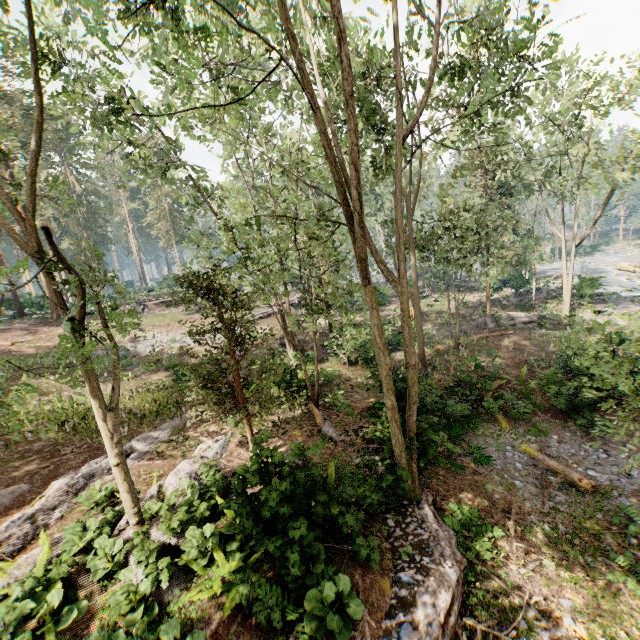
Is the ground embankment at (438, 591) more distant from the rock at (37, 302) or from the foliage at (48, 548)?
the rock at (37, 302)

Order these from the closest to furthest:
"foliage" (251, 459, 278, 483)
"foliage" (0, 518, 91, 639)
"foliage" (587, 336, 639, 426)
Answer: "foliage" (587, 336, 639, 426), "foliage" (0, 518, 91, 639), "foliage" (251, 459, 278, 483)

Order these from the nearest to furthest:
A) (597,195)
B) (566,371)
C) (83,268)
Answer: (566,371)
(597,195)
(83,268)

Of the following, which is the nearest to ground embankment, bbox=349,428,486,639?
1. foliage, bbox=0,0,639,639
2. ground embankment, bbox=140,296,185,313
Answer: foliage, bbox=0,0,639,639

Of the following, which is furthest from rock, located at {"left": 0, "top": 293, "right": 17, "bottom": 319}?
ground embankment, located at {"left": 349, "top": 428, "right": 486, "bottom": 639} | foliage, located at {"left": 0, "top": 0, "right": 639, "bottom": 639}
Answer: ground embankment, located at {"left": 349, "top": 428, "right": 486, "bottom": 639}

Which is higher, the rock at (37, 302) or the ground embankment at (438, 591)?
the rock at (37, 302)

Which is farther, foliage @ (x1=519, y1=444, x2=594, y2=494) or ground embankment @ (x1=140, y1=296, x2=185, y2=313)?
ground embankment @ (x1=140, y1=296, x2=185, y2=313)

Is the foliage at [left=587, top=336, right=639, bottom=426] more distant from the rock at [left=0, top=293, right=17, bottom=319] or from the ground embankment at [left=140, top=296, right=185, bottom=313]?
the ground embankment at [left=140, top=296, right=185, bottom=313]
